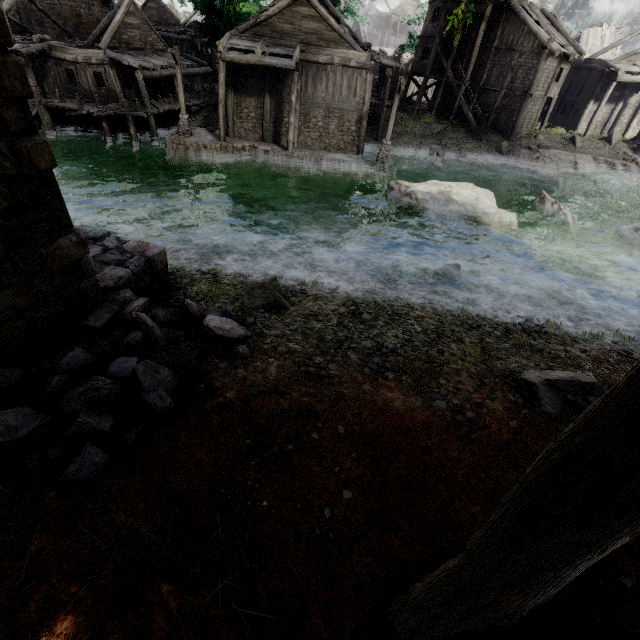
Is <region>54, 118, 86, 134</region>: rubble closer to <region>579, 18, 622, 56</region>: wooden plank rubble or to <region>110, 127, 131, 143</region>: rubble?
<region>110, 127, 131, 143</region>: rubble

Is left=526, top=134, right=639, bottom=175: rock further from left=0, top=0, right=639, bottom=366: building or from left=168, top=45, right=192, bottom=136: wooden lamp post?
left=168, top=45, right=192, bottom=136: wooden lamp post

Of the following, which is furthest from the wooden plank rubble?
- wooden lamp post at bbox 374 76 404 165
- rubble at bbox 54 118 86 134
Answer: rubble at bbox 54 118 86 134

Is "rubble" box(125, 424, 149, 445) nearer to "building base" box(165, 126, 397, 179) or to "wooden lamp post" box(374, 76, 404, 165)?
"building base" box(165, 126, 397, 179)

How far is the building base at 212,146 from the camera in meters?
21.9 m

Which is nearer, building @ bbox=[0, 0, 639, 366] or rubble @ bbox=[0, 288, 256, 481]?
rubble @ bbox=[0, 288, 256, 481]

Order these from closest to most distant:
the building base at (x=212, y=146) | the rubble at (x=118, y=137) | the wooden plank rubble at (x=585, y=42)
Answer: the building base at (x=212, y=146) < the rubble at (x=118, y=137) < the wooden plank rubble at (x=585, y=42)

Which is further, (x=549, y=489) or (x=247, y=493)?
(x=247, y=493)
